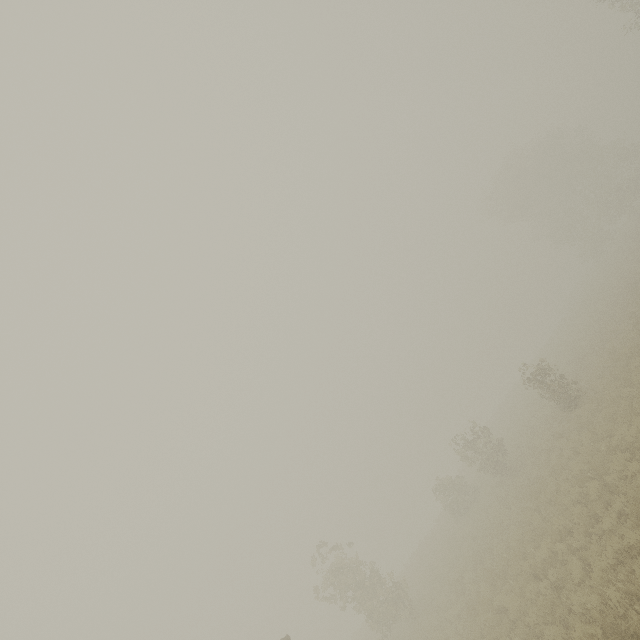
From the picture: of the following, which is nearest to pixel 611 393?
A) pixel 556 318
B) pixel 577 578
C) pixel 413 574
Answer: pixel 577 578
